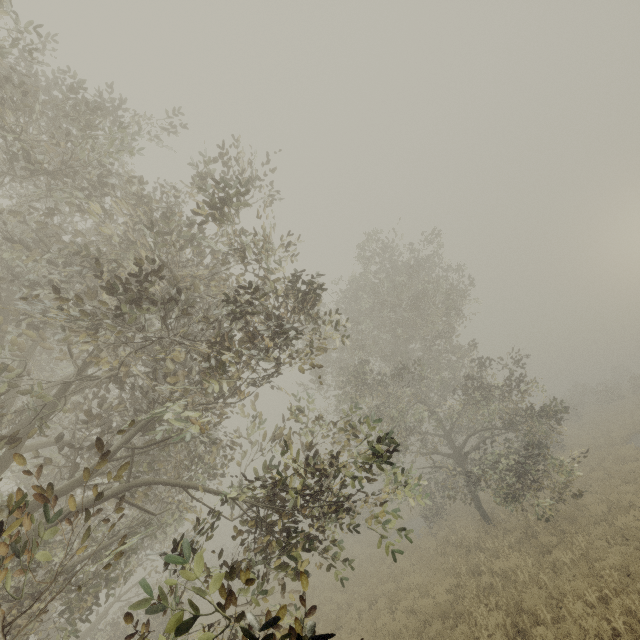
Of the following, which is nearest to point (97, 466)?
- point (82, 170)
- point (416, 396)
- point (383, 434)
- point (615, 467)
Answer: point (82, 170)
